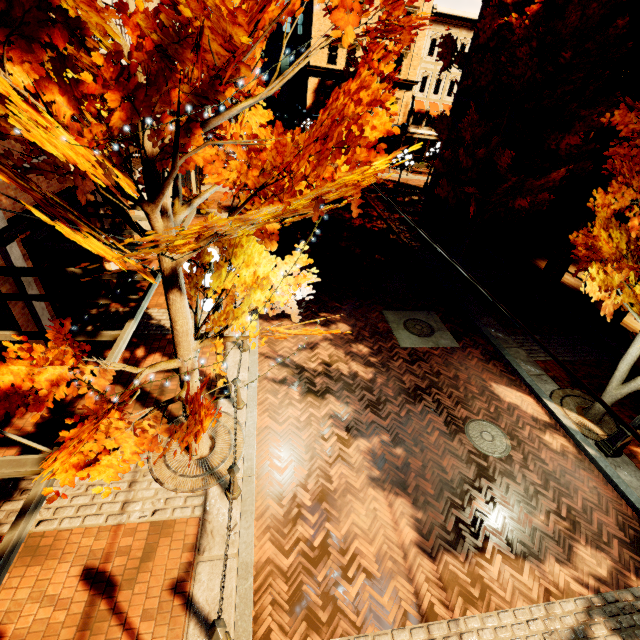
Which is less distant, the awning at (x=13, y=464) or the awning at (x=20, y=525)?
the awning at (x=20, y=525)

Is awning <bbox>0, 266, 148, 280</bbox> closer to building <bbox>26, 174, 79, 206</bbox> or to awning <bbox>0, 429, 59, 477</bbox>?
building <bbox>26, 174, 79, 206</bbox>

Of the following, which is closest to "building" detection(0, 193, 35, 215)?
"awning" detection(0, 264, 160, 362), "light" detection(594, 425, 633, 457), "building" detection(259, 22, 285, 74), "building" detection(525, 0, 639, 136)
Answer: "awning" detection(0, 264, 160, 362)

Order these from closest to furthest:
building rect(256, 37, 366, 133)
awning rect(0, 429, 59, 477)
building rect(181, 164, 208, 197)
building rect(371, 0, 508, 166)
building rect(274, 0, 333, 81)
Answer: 1. awning rect(0, 429, 59, 477)
2. building rect(181, 164, 208, 197)
3. building rect(371, 0, 508, 166)
4. building rect(274, 0, 333, 81)
5. building rect(256, 37, 366, 133)

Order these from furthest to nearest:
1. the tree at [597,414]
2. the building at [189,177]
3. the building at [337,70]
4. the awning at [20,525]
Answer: the building at [337,70] → the building at [189,177] → the tree at [597,414] → the awning at [20,525]

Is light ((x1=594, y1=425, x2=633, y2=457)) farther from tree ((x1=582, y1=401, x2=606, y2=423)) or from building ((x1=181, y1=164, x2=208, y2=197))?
building ((x1=181, y1=164, x2=208, y2=197))

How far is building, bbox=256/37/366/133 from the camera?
30.94m

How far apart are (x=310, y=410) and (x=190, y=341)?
3.99m
